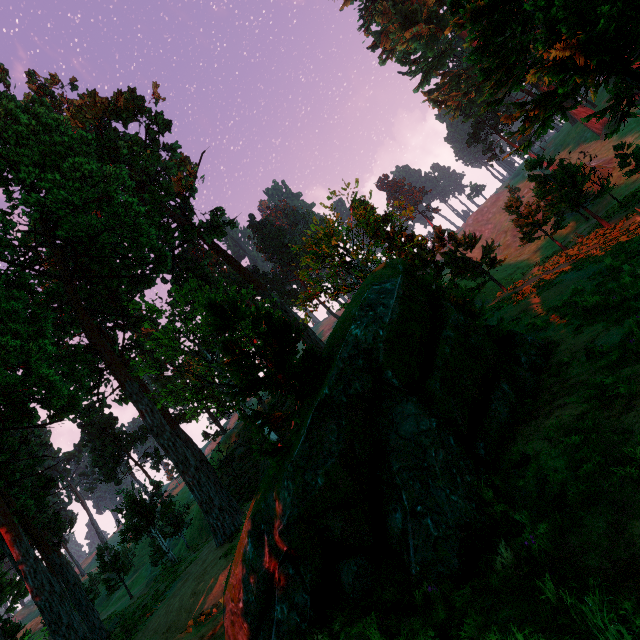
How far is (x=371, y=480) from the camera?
5.4 meters

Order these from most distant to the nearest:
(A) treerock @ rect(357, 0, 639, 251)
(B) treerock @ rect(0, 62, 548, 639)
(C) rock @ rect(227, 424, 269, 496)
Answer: (C) rock @ rect(227, 424, 269, 496)
(A) treerock @ rect(357, 0, 639, 251)
(B) treerock @ rect(0, 62, 548, 639)

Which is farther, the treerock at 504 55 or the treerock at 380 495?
the treerock at 504 55

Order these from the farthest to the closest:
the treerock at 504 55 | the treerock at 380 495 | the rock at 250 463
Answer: the rock at 250 463, the treerock at 504 55, the treerock at 380 495

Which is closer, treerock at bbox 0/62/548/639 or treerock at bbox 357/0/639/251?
treerock at bbox 0/62/548/639

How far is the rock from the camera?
33.2 meters

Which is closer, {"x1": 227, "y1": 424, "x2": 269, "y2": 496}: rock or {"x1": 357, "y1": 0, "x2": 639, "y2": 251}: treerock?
{"x1": 357, "y1": 0, "x2": 639, "y2": 251}: treerock
